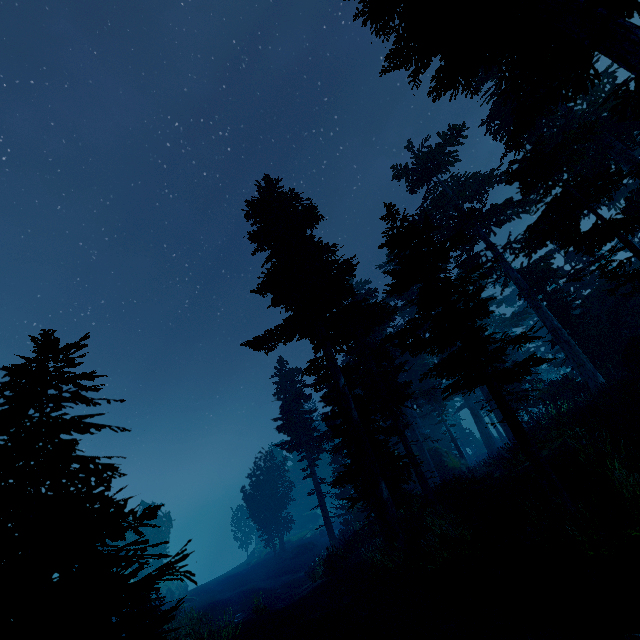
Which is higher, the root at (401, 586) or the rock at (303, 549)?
the root at (401, 586)

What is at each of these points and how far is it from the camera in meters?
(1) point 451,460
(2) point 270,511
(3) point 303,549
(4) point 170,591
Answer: (1) rock, 28.6 m
(2) instancedfoliageactor, 45.3 m
(3) rock, 39.4 m
(4) rock, 42.5 m

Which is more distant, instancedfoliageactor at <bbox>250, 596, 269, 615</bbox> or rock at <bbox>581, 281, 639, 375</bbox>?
instancedfoliageactor at <bbox>250, 596, 269, 615</bbox>

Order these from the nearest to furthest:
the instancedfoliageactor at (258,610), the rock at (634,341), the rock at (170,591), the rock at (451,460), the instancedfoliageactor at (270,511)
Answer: the rock at (634,341), the instancedfoliageactor at (258,610), the rock at (451,460), the rock at (170,591), the instancedfoliageactor at (270,511)

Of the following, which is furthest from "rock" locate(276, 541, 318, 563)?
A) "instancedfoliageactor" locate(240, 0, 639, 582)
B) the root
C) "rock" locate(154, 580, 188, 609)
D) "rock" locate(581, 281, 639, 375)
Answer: the root

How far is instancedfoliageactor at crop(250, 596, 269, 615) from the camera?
17.4m

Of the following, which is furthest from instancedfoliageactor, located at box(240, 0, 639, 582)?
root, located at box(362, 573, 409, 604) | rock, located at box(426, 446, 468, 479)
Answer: root, located at box(362, 573, 409, 604)

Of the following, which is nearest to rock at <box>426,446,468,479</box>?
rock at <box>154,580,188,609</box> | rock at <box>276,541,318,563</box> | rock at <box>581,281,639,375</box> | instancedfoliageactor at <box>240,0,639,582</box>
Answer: instancedfoliageactor at <box>240,0,639,582</box>
